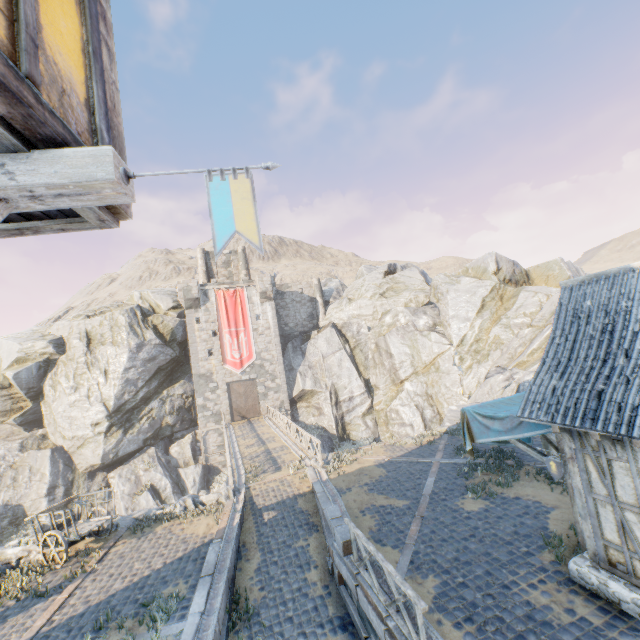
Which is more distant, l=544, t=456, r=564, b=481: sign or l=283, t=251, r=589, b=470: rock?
l=283, t=251, r=589, b=470: rock

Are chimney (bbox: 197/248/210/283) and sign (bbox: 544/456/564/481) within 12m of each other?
no

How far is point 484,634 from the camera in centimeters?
595cm

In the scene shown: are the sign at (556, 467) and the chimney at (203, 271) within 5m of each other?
no

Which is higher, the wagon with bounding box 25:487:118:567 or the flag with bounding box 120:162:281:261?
the flag with bounding box 120:162:281:261

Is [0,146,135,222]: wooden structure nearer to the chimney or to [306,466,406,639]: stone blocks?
[306,466,406,639]: stone blocks

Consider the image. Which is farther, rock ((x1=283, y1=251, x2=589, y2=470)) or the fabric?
rock ((x1=283, y1=251, x2=589, y2=470))

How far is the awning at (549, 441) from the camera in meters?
7.5
